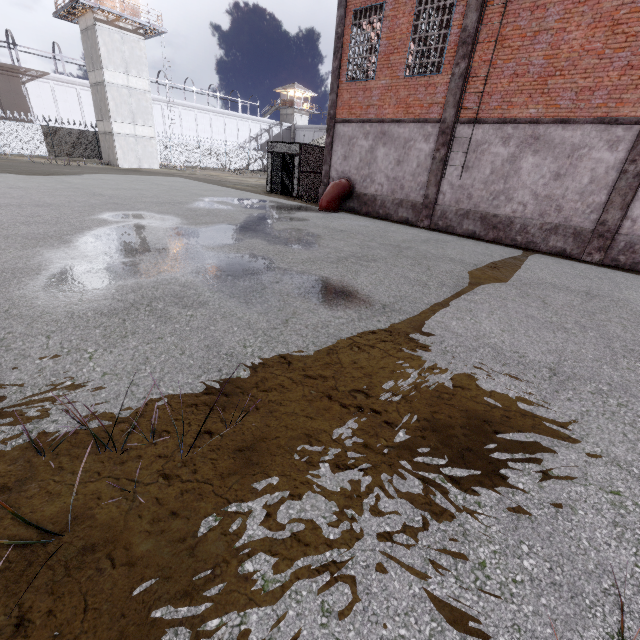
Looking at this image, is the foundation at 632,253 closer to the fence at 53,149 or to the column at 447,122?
the column at 447,122

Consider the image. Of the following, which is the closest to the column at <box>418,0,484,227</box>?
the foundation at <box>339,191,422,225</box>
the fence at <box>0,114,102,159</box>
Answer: the foundation at <box>339,191,422,225</box>

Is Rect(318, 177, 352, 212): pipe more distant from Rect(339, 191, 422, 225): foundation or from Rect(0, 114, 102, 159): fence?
Rect(0, 114, 102, 159): fence

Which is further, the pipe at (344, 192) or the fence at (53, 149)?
the fence at (53, 149)

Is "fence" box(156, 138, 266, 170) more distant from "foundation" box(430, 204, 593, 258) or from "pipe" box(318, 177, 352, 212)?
"pipe" box(318, 177, 352, 212)

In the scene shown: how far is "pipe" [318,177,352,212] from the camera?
15.3 meters

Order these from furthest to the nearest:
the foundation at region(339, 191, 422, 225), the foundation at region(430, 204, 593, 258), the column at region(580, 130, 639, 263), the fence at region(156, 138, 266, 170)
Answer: the fence at region(156, 138, 266, 170), the foundation at region(339, 191, 422, 225), the foundation at region(430, 204, 593, 258), the column at region(580, 130, 639, 263)

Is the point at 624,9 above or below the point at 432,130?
above
